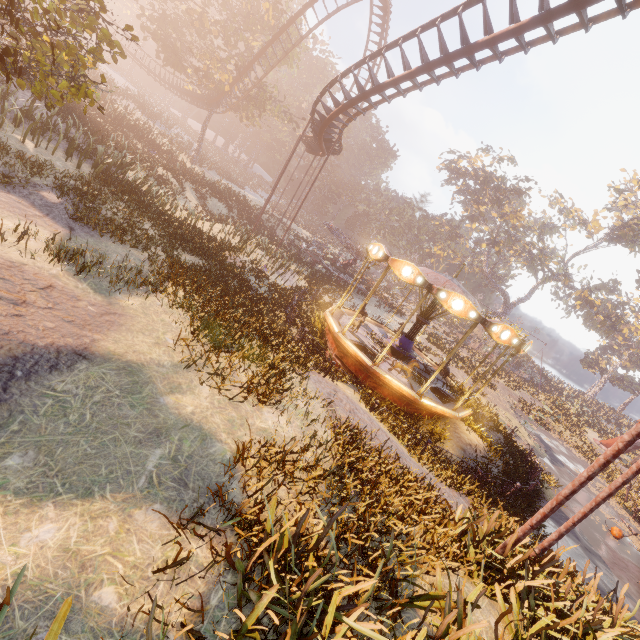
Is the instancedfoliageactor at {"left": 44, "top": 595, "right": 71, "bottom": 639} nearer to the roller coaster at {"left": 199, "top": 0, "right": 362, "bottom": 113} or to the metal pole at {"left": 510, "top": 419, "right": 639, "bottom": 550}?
the metal pole at {"left": 510, "top": 419, "right": 639, "bottom": 550}

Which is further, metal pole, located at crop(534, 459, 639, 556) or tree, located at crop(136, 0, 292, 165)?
tree, located at crop(136, 0, 292, 165)

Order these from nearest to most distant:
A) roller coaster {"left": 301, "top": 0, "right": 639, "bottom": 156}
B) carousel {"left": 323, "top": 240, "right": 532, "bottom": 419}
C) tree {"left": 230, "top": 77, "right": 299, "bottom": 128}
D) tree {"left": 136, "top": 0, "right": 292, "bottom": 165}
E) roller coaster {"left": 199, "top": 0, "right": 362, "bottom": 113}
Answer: roller coaster {"left": 301, "top": 0, "right": 639, "bottom": 156} → carousel {"left": 323, "top": 240, "right": 532, "bottom": 419} → roller coaster {"left": 199, "top": 0, "right": 362, "bottom": 113} → tree {"left": 136, "top": 0, "right": 292, "bottom": 165} → tree {"left": 230, "top": 77, "right": 299, "bottom": 128}

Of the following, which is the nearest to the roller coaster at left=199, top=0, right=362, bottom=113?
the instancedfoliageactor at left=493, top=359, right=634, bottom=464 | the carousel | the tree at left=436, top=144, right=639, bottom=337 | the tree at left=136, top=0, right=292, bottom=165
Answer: the tree at left=136, top=0, right=292, bottom=165

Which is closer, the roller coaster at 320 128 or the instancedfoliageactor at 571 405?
the roller coaster at 320 128

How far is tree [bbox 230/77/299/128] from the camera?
32.9m

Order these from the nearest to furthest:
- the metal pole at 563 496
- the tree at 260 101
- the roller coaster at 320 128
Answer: the metal pole at 563 496, the roller coaster at 320 128, the tree at 260 101

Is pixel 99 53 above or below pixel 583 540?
above
